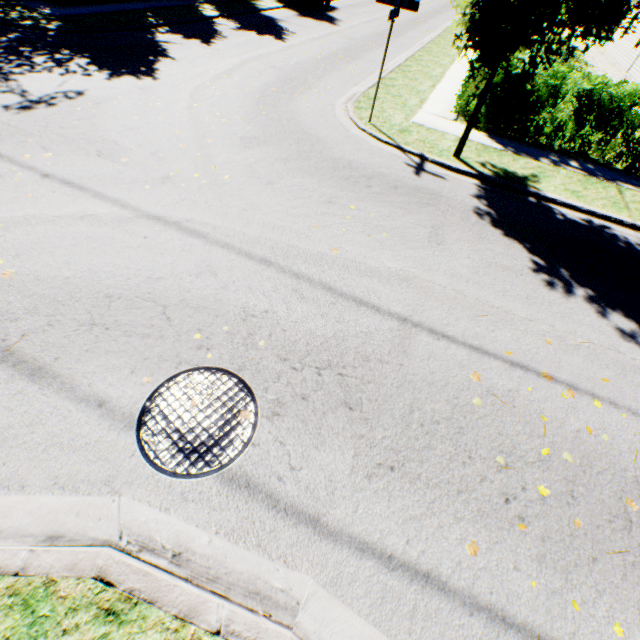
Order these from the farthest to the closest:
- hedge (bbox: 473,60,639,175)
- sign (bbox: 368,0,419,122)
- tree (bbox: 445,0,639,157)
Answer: hedge (bbox: 473,60,639,175) → sign (bbox: 368,0,419,122) → tree (bbox: 445,0,639,157)

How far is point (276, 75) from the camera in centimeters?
1071cm

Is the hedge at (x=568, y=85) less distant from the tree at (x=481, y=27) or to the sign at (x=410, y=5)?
the tree at (x=481, y=27)

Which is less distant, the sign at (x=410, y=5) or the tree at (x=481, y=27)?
the tree at (x=481, y=27)

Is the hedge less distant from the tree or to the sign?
the tree

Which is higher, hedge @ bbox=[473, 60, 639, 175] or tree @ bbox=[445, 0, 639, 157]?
tree @ bbox=[445, 0, 639, 157]

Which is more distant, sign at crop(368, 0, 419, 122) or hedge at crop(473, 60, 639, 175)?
hedge at crop(473, 60, 639, 175)
